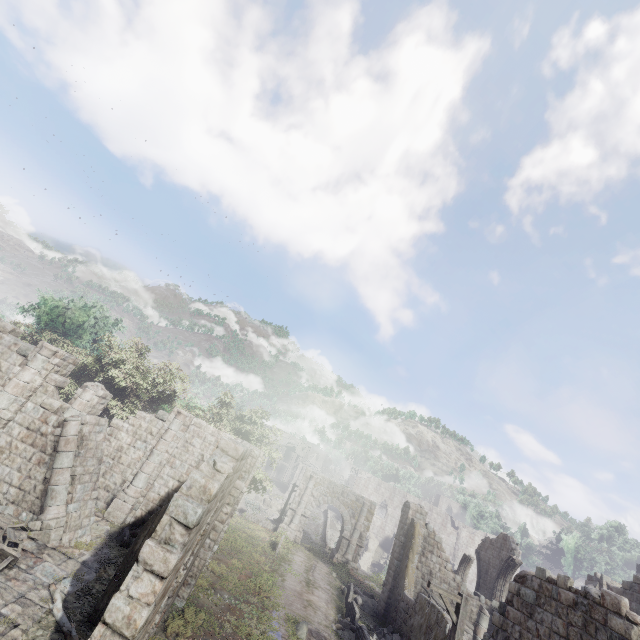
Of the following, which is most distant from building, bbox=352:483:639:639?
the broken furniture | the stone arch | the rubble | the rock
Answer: the rock

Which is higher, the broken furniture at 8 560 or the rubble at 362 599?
the rubble at 362 599

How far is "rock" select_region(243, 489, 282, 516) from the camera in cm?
5075

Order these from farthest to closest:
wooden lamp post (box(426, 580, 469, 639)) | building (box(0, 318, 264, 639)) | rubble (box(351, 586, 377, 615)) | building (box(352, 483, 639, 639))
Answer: rubble (box(351, 586, 377, 615)) → wooden lamp post (box(426, 580, 469, 639)) → building (box(352, 483, 639, 639)) → building (box(0, 318, 264, 639))

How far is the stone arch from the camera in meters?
29.3

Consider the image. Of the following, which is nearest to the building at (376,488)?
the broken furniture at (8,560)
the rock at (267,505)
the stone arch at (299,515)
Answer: the stone arch at (299,515)

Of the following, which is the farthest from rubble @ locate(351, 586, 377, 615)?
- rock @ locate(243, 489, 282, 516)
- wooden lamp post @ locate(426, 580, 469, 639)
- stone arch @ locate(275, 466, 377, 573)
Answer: rock @ locate(243, 489, 282, 516)

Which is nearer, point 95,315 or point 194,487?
point 194,487
